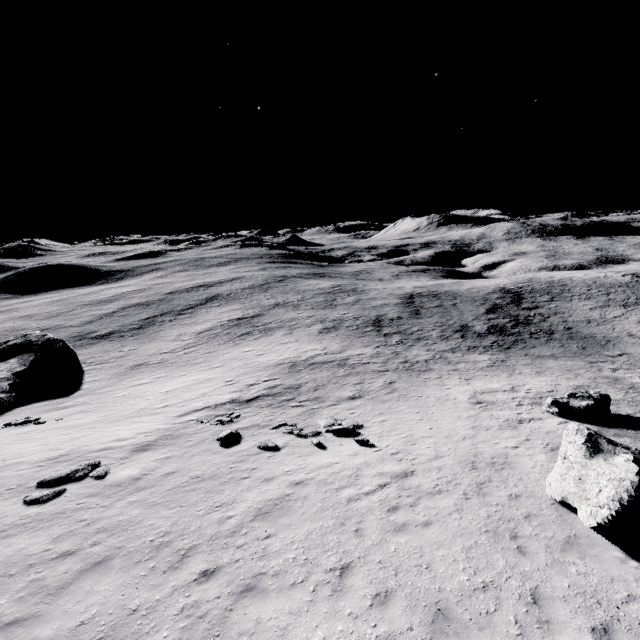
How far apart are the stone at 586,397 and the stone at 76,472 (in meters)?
22.34

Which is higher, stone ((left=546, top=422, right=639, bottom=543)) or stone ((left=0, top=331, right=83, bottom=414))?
stone ((left=546, top=422, right=639, bottom=543))

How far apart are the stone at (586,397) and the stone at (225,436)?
17.4 meters

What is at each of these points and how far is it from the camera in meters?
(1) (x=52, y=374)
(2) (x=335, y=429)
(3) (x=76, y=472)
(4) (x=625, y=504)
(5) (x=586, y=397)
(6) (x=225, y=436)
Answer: (1) stone, 33.9 m
(2) stone, 16.1 m
(3) stone, 12.7 m
(4) stone, 7.8 m
(5) stone, 18.2 m
(6) stone, 15.6 m

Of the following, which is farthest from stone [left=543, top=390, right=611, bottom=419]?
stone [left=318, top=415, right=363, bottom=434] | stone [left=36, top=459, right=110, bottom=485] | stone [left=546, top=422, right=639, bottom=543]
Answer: stone [left=36, top=459, right=110, bottom=485]

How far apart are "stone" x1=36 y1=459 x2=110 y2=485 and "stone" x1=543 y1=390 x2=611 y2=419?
22.3m

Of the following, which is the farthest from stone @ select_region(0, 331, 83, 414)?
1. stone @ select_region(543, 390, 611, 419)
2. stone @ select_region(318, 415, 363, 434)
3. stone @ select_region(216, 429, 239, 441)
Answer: stone @ select_region(543, 390, 611, 419)

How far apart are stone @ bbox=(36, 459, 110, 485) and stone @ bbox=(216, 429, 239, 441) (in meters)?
4.32
